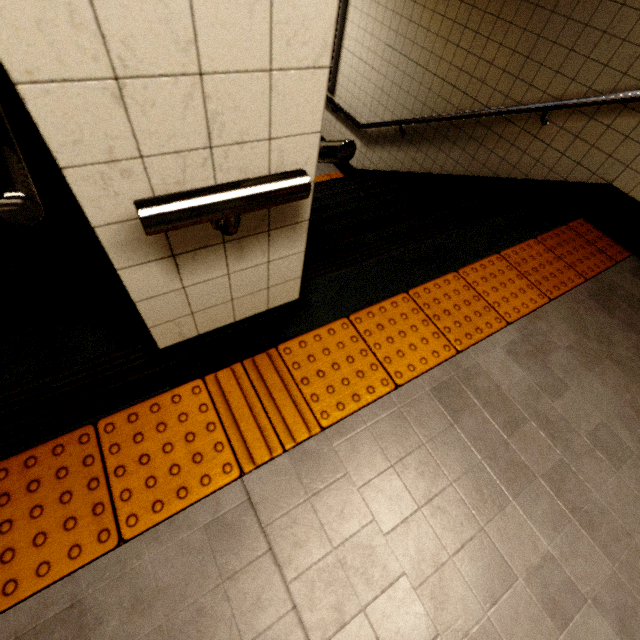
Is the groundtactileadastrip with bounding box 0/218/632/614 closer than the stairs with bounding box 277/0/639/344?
Yes

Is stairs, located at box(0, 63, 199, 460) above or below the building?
above

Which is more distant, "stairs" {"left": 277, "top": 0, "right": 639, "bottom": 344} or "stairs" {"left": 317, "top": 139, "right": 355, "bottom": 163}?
"stairs" {"left": 277, "top": 0, "right": 639, "bottom": 344}

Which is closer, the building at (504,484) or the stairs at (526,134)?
the building at (504,484)

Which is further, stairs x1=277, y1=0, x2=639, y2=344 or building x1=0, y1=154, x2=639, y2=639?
stairs x1=277, y1=0, x2=639, y2=344

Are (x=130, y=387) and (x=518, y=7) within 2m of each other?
no

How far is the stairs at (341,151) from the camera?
0.93m

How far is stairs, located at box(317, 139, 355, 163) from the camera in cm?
93
